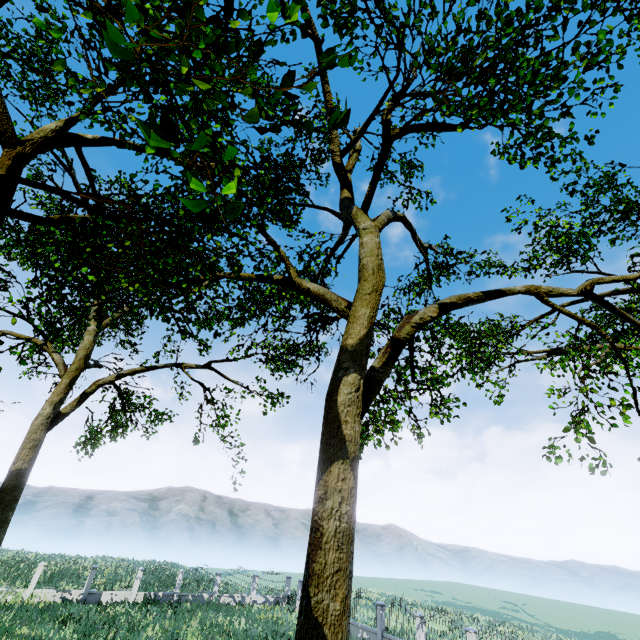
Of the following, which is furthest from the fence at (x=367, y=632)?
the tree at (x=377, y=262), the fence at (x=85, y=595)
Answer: the fence at (x=85, y=595)

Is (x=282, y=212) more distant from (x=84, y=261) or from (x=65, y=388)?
(x=65, y=388)

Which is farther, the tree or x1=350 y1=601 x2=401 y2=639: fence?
x1=350 y1=601 x2=401 y2=639: fence

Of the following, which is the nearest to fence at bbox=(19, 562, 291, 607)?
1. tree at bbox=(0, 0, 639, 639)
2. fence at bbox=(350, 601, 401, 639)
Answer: fence at bbox=(350, 601, 401, 639)

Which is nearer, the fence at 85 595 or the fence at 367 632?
the fence at 367 632

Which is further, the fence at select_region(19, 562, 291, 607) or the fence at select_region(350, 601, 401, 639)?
the fence at select_region(19, 562, 291, 607)

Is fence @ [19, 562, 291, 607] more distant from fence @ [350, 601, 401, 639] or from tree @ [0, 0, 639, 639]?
tree @ [0, 0, 639, 639]
